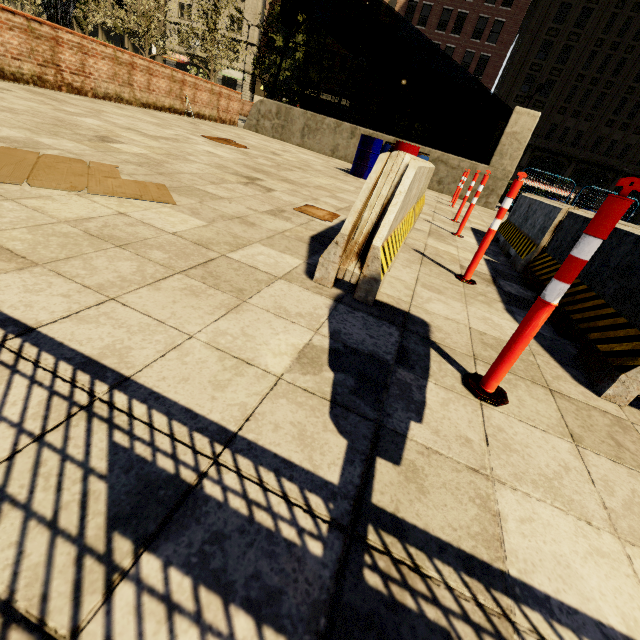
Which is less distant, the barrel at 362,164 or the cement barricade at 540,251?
the cement barricade at 540,251

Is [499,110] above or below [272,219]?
above

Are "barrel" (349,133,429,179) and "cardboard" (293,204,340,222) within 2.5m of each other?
no

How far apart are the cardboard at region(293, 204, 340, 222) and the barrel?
5.26m

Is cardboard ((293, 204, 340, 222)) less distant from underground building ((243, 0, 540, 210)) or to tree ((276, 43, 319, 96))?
tree ((276, 43, 319, 96))

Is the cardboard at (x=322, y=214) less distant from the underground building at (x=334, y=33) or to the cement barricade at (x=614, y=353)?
the cement barricade at (x=614, y=353)

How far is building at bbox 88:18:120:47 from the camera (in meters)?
48.75

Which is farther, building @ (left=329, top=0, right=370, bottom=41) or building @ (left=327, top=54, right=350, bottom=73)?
building @ (left=327, top=54, right=350, bottom=73)
